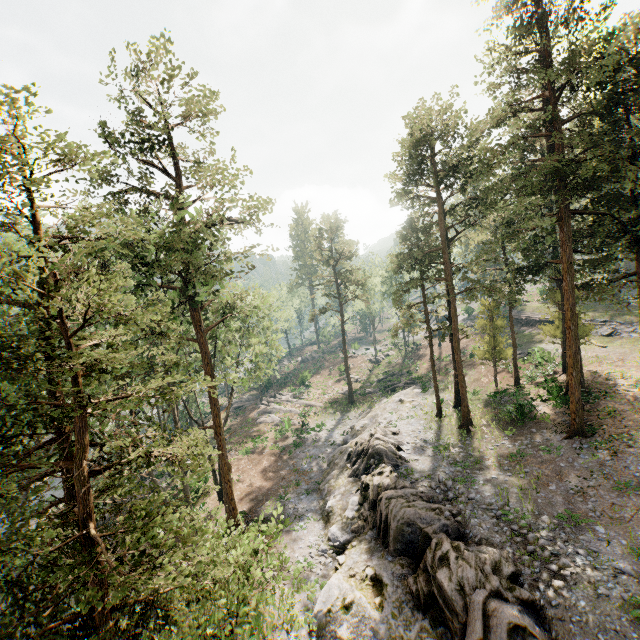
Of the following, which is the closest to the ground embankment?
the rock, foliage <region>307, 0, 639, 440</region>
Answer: foliage <region>307, 0, 639, 440</region>

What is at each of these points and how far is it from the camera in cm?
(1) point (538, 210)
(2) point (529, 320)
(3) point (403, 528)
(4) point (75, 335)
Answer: (1) foliage, 2634
(2) ground embankment, 4662
(3) rock, 1769
(4) foliage, 1321

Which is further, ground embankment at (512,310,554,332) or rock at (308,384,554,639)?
ground embankment at (512,310,554,332)

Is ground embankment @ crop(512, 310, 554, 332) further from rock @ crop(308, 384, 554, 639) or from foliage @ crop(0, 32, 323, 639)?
rock @ crop(308, 384, 554, 639)

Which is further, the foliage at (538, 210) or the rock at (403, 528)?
the foliage at (538, 210)

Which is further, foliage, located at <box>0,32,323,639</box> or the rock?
the rock

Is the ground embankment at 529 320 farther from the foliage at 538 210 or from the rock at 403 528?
the rock at 403 528
